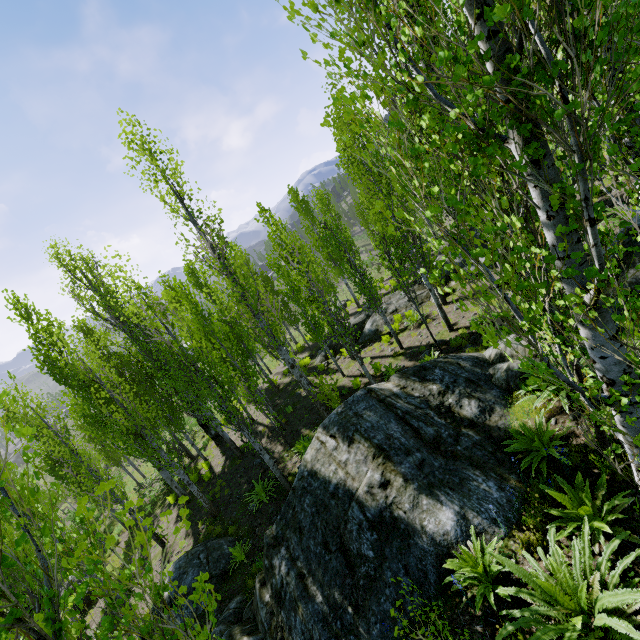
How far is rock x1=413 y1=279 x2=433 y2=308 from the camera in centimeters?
1714cm

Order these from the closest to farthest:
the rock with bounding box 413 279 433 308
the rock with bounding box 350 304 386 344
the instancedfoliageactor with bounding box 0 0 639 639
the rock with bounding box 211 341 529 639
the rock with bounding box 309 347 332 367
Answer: the instancedfoliageactor with bounding box 0 0 639 639 < the rock with bounding box 211 341 529 639 < the rock with bounding box 413 279 433 308 < the rock with bounding box 350 304 386 344 < the rock with bounding box 309 347 332 367

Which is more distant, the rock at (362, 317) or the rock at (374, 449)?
the rock at (362, 317)

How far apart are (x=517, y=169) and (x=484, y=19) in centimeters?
83cm

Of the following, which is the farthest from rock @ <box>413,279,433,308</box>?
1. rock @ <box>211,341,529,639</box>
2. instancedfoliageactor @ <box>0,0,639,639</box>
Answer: rock @ <box>211,341,529,639</box>

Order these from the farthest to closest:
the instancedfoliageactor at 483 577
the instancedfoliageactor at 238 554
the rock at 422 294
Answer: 1. the rock at 422 294
2. the instancedfoliageactor at 238 554
3. the instancedfoliageactor at 483 577
